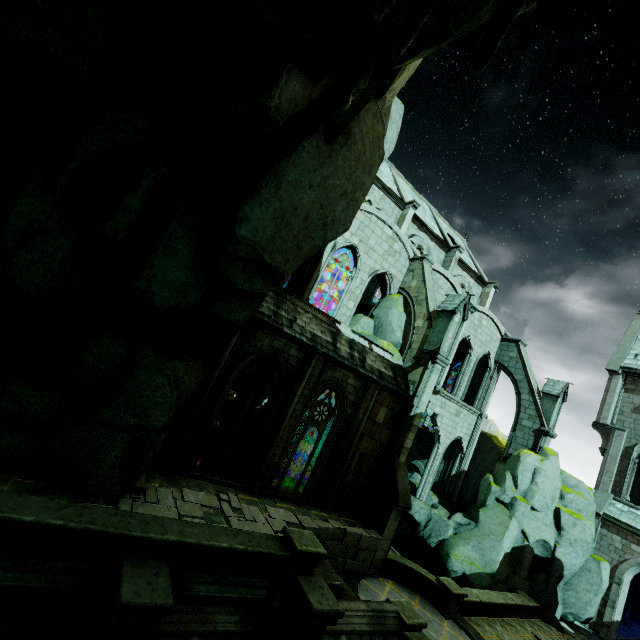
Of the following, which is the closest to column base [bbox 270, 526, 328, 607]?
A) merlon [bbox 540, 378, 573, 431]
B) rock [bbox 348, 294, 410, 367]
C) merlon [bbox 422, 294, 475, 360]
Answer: rock [bbox 348, 294, 410, 367]

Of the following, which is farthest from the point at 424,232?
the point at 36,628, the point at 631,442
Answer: the point at 36,628

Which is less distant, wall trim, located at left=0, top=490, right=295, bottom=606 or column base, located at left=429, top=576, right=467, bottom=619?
wall trim, located at left=0, top=490, right=295, bottom=606

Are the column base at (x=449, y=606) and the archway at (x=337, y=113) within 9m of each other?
no

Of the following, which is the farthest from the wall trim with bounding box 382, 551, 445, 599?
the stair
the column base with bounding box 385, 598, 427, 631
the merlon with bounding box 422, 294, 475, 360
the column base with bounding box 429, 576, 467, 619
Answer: the merlon with bounding box 422, 294, 475, 360

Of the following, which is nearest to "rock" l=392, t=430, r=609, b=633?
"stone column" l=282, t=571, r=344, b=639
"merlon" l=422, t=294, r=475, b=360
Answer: "stone column" l=282, t=571, r=344, b=639

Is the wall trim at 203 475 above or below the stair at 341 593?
above

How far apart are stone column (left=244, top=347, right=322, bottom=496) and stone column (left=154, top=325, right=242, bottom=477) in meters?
2.6 m
